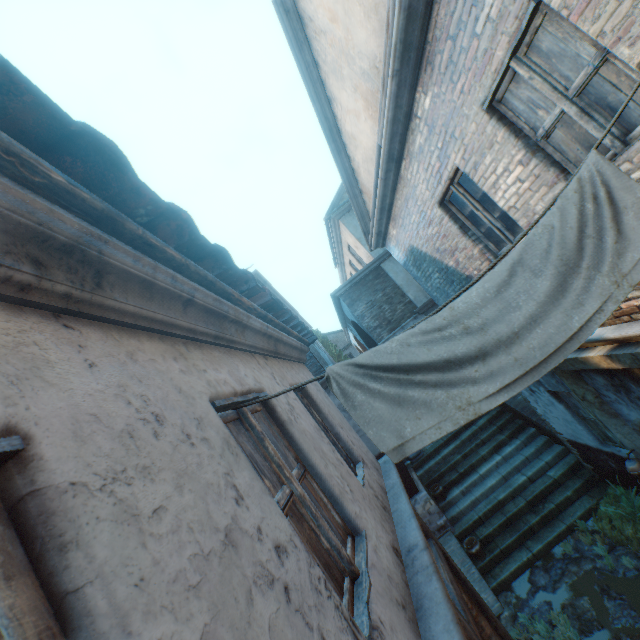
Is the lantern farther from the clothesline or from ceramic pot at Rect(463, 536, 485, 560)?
the clothesline

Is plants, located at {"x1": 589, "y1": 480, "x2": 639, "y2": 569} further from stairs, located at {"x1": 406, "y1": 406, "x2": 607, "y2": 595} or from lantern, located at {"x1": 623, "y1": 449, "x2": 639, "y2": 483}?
lantern, located at {"x1": 623, "y1": 449, "x2": 639, "y2": 483}

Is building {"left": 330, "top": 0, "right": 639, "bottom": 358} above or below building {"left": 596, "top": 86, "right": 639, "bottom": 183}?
above

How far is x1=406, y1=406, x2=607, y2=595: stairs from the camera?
7.07m

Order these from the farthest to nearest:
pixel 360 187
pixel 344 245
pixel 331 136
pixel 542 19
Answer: pixel 344 245
pixel 360 187
pixel 331 136
pixel 542 19

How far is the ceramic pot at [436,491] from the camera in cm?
916

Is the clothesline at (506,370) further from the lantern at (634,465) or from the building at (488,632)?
the lantern at (634,465)

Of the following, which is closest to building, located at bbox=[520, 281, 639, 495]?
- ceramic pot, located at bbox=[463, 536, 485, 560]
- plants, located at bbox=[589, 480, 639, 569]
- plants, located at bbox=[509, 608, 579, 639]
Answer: plants, located at bbox=[509, 608, 579, 639]
